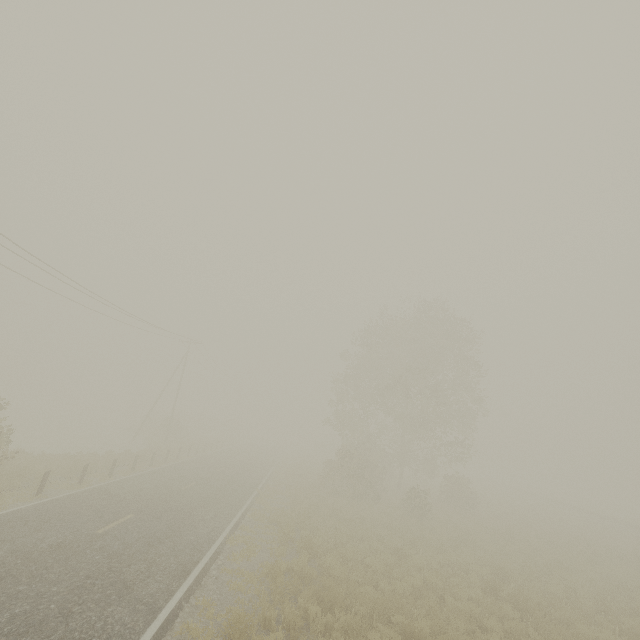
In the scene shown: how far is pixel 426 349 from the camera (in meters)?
33.56
